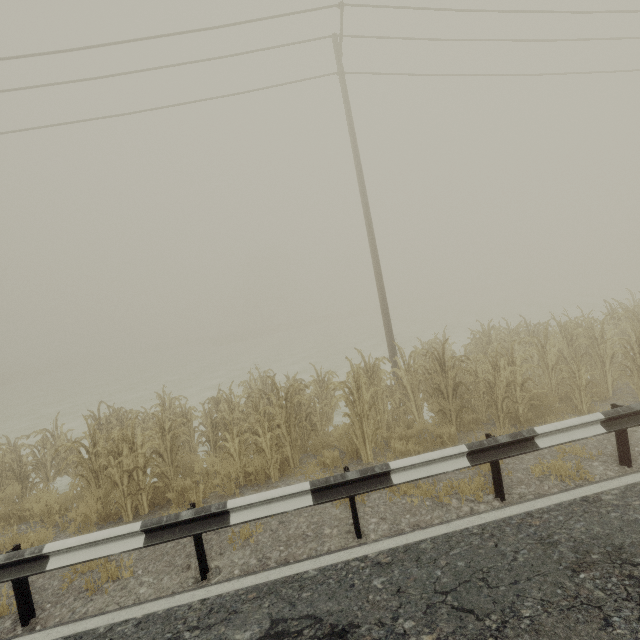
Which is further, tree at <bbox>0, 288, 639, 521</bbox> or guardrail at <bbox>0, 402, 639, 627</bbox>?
tree at <bbox>0, 288, 639, 521</bbox>

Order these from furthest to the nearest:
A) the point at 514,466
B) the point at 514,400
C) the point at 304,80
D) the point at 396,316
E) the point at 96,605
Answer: the point at 396,316 < the point at 304,80 < the point at 514,400 < the point at 514,466 < the point at 96,605

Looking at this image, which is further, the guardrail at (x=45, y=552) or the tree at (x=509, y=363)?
the tree at (x=509, y=363)
